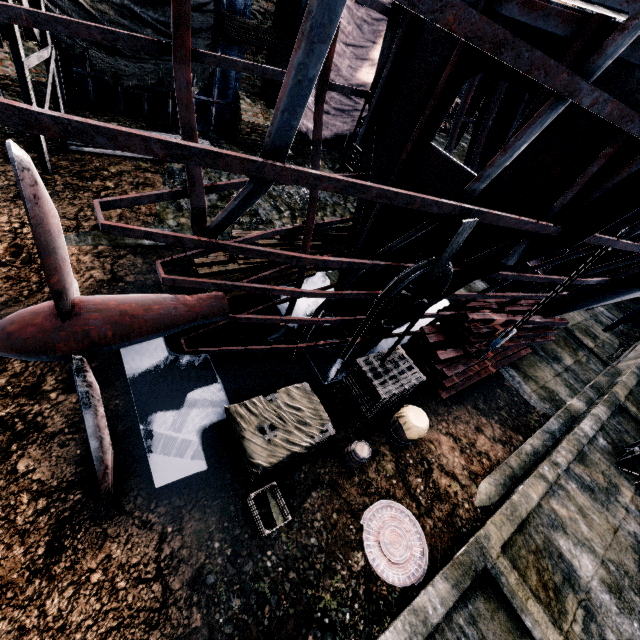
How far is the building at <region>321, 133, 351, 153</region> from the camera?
22.7m

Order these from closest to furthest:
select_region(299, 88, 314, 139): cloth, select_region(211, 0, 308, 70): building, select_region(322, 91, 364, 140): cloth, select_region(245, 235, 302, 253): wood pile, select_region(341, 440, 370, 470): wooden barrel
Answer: select_region(341, 440, 370, 470): wooden barrel
select_region(245, 235, 302, 253): wood pile
select_region(211, 0, 308, 70): building
select_region(299, 88, 314, 139): cloth
select_region(322, 91, 364, 140): cloth

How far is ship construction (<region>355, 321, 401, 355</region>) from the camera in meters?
10.4 m

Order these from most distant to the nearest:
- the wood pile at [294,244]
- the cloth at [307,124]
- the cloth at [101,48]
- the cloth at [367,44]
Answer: the cloth at [307,124] < the cloth at [367,44] < the cloth at [101,48] < the wood pile at [294,244]

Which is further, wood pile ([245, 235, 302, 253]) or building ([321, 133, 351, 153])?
building ([321, 133, 351, 153])

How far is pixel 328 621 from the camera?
6.1m

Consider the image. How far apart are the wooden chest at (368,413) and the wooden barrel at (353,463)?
0.71m

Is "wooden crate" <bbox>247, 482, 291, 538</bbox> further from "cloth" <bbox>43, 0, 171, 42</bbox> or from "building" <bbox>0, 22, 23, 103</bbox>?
"cloth" <bbox>43, 0, 171, 42</bbox>
